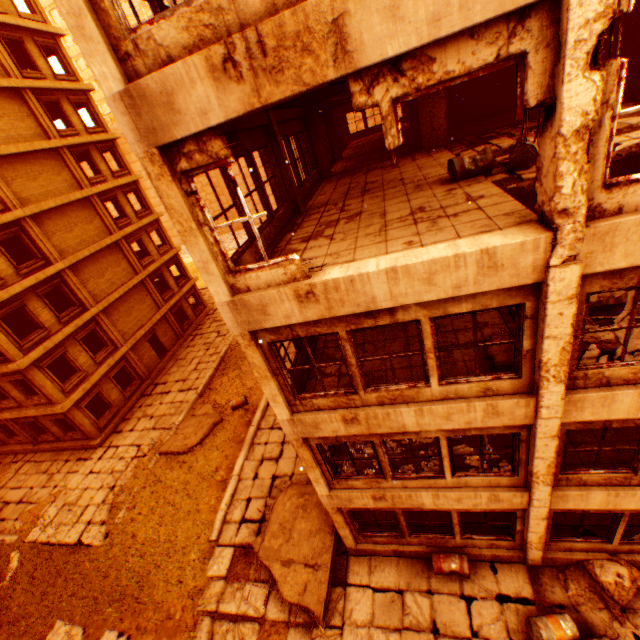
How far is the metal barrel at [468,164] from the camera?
7.00m

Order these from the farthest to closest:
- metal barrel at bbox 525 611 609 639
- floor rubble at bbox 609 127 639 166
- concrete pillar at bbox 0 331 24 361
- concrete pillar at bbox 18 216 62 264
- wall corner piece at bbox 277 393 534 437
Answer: concrete pillar at bbox 18 216 62 264
concrete pillar at bbox 0 331 24 361
metal barrel at bbox 525 611 609 639
floor rubble at bbox 609 127 639 166
wall corner piece at bbox 277 393 534 437

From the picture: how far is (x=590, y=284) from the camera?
4.4m

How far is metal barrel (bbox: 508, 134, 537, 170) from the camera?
6.7 meters

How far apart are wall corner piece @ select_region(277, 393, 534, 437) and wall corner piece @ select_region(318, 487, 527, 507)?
2.2 meters

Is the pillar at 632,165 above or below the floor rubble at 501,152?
below

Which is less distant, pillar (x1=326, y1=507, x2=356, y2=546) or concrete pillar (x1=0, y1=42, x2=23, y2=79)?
pillar (x1=326, y1=507, x2=356, y2=546)

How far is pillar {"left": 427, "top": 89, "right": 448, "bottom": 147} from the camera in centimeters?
1134cm
